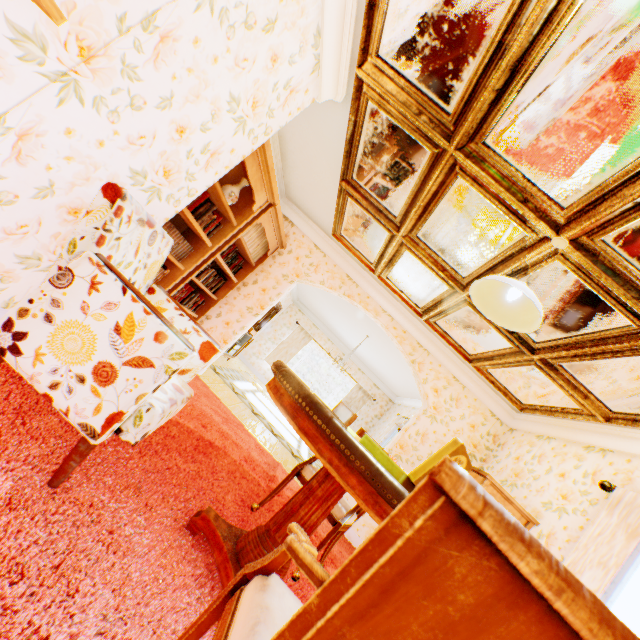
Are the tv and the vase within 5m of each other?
no

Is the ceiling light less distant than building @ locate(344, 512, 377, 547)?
Yes

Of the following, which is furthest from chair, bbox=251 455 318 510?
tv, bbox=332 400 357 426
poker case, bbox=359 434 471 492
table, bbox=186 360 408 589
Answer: tv, bbox=332 400 357 426

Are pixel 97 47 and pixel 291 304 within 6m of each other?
no

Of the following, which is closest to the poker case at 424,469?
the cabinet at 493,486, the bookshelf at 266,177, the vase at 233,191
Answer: the cabinet at 493,486

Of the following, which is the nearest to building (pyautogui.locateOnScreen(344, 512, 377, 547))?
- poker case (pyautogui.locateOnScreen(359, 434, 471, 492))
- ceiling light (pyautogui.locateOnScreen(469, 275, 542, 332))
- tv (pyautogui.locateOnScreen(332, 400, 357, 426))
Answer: tv (pyautogui.locateOnScreen(332, 400, 357, 426))

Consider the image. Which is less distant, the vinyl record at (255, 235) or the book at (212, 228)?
the book at (212, 228)

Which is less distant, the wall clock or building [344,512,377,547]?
the wall clock
